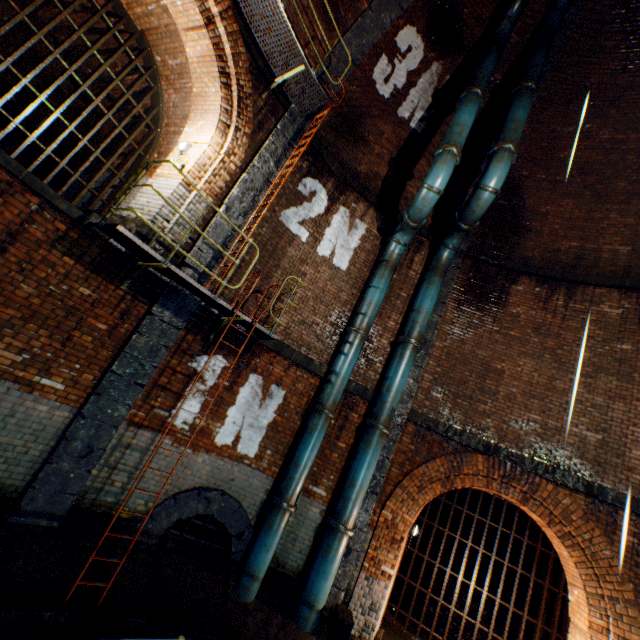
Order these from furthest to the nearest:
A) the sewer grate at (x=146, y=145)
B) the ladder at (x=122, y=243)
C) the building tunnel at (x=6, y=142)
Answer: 1. the building tunnel at (x=6, y=142)
2. the sewer grate at (x=146, y=145)
3. the ladder at (x=122, y=243)

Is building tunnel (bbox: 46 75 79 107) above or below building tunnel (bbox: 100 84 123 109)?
above

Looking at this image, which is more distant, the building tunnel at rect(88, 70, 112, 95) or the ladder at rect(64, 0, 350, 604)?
the building tunnel at rect(88, 70, 112, 95)

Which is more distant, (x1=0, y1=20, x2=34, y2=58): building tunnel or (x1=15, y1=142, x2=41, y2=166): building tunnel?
(x1=15, y1=142, x2=41, y2=166): building tunnel

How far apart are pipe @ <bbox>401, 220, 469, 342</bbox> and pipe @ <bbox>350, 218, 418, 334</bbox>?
0.6m

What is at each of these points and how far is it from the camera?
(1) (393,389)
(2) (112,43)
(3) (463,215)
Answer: (1) pipe, 7.37m
(2) building tunnel, 7.99m
(3) pipe, 7.66m

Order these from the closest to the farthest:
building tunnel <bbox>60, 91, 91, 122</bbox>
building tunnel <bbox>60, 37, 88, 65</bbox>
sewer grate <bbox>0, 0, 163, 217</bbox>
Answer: sewer grate <bbox>0, 0, 163, 217</bbox>
building tunnel <bbox>60, 37, 88, 65</bbox>
building tunnel <bbox>60, 91, 91, 122</bbox>

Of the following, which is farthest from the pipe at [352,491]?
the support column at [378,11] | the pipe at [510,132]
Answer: the pipe at [510,132]
